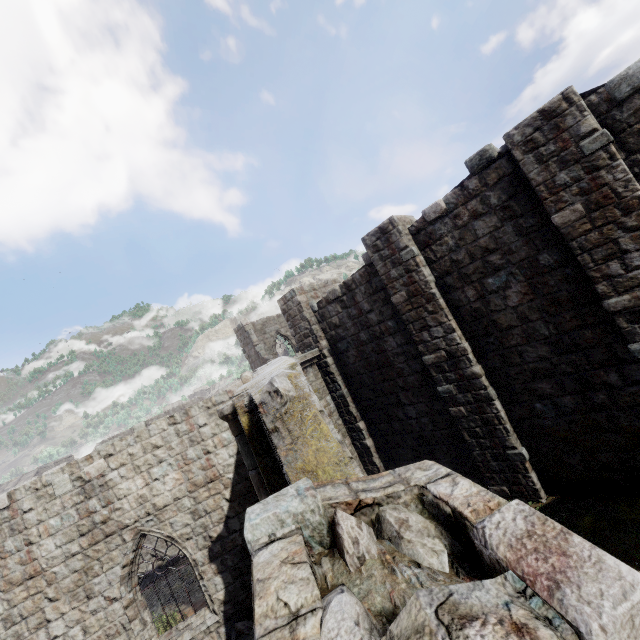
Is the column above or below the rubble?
above

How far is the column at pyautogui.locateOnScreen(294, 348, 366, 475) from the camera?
11.4 meters

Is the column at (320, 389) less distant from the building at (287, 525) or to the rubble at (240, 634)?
the building at (287, 525)

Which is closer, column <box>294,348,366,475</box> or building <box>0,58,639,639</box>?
building <box>0,58,639,639</box>

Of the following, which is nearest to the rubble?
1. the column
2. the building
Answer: the building

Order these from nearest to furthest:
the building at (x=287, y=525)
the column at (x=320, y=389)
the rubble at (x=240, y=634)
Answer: the building at (x=287, y=525), the rubble at (x=240, y=634), the column at (x=320, y=389)

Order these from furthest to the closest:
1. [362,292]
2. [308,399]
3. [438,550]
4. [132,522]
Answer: [362,292] < [132,522] < [308,399] < [438,550]
